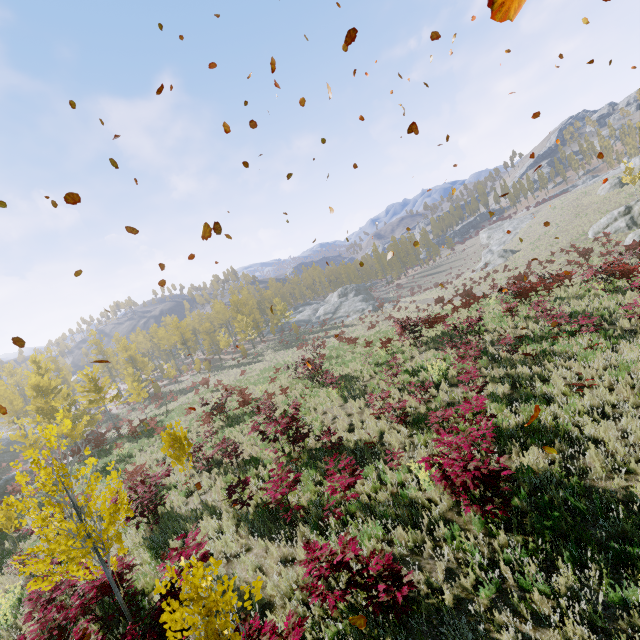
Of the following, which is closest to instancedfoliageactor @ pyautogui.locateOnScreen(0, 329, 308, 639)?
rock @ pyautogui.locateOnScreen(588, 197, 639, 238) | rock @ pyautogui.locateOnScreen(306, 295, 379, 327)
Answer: rock @ pyautogui.locateOnScreen(588, 197, 639, 238)

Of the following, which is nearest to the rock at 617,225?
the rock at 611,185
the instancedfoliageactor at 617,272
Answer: the instancedfoliageactor at 617,272

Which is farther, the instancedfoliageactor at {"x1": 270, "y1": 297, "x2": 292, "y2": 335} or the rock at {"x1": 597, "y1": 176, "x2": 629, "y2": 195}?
the instancedfoliageactor at {"x1": 270, "y1": 297, "x2": 292, "y2": 335}

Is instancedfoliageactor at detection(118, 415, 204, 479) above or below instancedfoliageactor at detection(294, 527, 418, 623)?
above

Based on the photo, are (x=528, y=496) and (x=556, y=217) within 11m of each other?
no

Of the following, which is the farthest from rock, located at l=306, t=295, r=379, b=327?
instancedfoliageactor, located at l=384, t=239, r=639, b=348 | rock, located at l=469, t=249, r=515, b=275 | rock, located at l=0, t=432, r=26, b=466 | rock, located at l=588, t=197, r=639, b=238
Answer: rock, located at l=0, t=432, r=26, b=466

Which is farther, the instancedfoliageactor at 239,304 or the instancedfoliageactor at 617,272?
the instancedfoliageactor at 239,304
